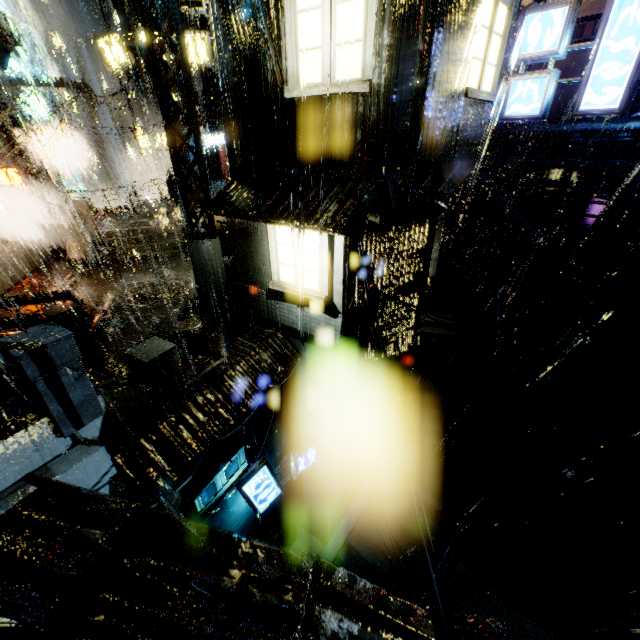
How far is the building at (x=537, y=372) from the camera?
15.2m

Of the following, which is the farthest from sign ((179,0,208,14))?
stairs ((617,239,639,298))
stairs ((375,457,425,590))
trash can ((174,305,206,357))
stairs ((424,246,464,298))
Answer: stairs ((617,239,639,298))

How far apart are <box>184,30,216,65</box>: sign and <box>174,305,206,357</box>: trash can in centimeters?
1451cm

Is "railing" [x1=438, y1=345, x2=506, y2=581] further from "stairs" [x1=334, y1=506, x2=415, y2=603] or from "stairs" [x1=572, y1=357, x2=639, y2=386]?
"stairs" [x1=572, y1=357, x2=639, y2=386]

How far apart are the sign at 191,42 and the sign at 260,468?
19.4 meters

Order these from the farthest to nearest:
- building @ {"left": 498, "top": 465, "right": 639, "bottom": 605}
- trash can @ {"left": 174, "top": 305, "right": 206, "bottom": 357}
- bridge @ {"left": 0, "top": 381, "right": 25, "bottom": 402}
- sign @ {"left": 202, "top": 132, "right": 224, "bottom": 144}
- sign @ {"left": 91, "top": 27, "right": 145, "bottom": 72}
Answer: sign @ {"left": 202, "top": 132, "right": 224, "bottom": 144} < sign @ {"left": 91, "top": 27, "right": 145, "bottom": 72} < building @ {"left": 498, "top": 465, "right": 639, "bottom": 605} < trash can @ {"left": 174, "top": 305, "right": 206, "bottom": 357} < bridge @ {"left": 0, "top": 381, "right": 25, "bottom": 402}

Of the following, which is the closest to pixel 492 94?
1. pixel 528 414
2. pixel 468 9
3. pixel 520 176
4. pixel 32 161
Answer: pixel 468 9

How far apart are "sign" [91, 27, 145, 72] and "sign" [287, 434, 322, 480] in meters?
19.4
